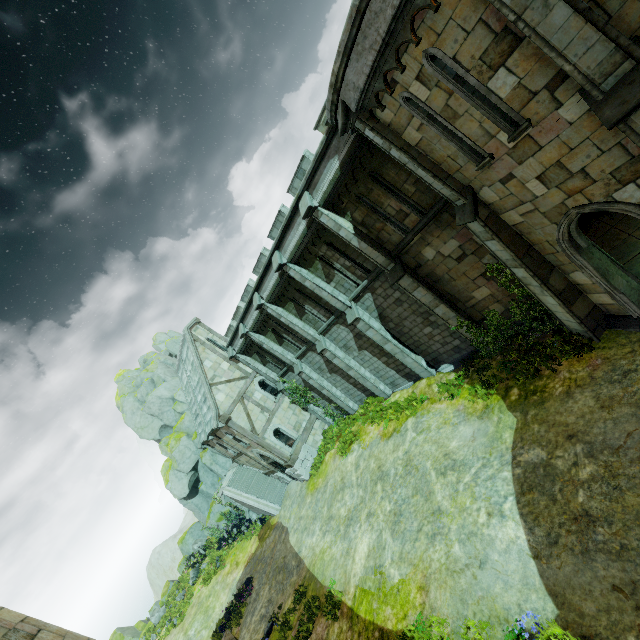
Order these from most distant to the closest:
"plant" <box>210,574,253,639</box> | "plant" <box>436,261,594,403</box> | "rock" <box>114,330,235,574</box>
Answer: "rock" <box>114,330,235,574</box> → "plant" <box>210,574,253,639</box> → "plant" <box>436,261,594,403</box>

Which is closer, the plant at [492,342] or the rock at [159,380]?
the plant at [492,342]

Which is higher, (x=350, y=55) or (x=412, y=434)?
(x=350, y=55)

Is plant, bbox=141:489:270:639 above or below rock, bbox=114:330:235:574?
below

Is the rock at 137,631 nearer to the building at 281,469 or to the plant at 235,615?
the building at 281,469

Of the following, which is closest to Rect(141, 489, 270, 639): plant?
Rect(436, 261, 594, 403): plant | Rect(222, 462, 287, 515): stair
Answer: Rect(222, 462, 287, 515): stair

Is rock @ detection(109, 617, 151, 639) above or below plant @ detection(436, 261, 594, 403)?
above

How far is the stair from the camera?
25.0m
